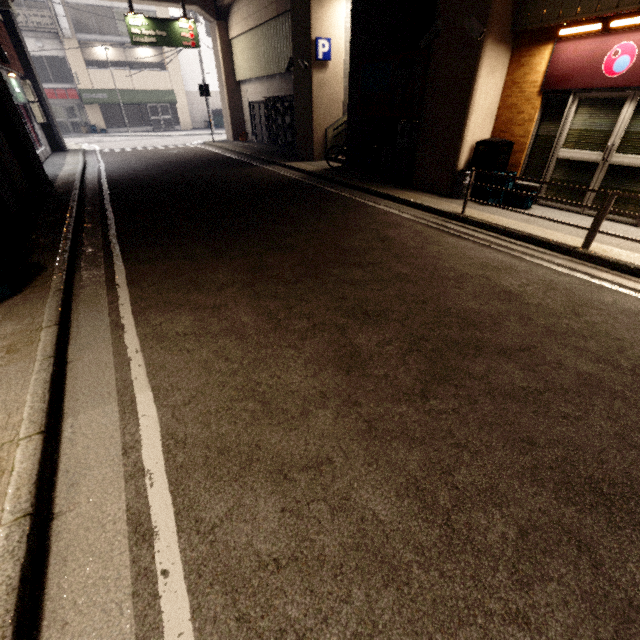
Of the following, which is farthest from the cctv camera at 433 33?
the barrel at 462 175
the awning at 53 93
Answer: the awning at 53 93

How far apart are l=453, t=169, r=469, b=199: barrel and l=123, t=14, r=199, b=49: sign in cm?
1736

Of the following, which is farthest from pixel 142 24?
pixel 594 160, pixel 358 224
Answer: pixel 594 160

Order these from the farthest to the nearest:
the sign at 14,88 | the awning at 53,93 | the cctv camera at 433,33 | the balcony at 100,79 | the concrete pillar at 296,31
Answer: the balcony at 100,79 → the awning at 53,93 → the sign at 14,88 → the concrete pillar at 296,31 → the cctv camera at 433,33

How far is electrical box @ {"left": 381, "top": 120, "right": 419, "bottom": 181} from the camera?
8.67m

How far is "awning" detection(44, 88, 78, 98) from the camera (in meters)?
24.34

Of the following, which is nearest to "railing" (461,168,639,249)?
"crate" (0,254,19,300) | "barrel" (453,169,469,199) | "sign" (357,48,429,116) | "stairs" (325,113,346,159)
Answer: "barrel" (453,169,469,199)

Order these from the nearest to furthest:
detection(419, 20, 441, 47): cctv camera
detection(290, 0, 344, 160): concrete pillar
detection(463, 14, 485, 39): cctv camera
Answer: detection(463, 14, 485, 39): cctv camera < detection(419, 20, 441, 47): cctv camera < detection(290, 0, 344, 160): concrete pillar
